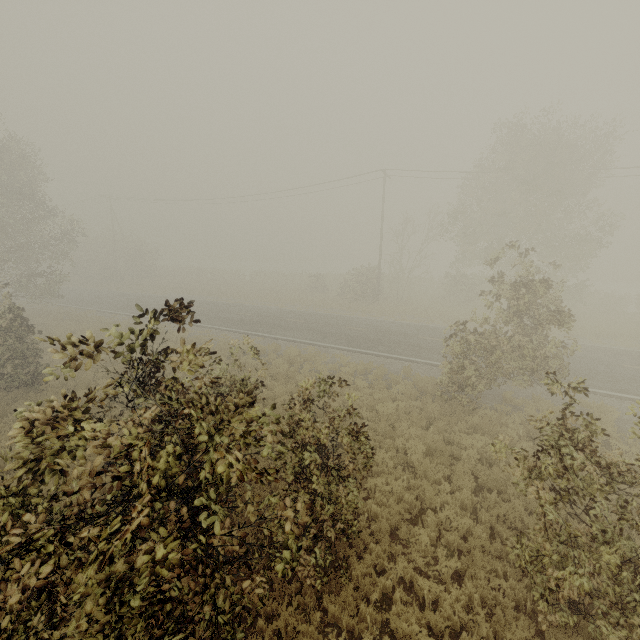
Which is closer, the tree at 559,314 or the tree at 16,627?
the tree at 16,627

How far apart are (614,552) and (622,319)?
28.26m

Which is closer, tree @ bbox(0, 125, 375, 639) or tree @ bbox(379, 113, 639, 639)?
tree @ bbox(0, 125, 375, 639)
